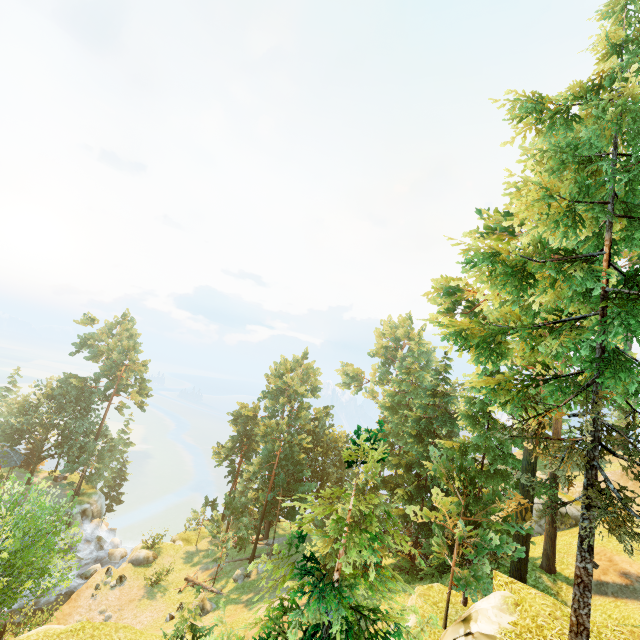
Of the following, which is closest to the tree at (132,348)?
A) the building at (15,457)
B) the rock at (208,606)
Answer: the building at (15,457)

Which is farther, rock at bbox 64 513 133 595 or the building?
the building

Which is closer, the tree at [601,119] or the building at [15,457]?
the tree at [601,119]

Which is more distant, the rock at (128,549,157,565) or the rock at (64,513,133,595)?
the rock at (128,549,157,565)

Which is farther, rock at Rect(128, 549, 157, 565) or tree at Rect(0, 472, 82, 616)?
rock at Rect(128, 549, 157, 565)

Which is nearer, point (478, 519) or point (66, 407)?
point (478, 519)

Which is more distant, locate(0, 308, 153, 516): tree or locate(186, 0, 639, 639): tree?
locate(0, 308, 153, 516): tree
